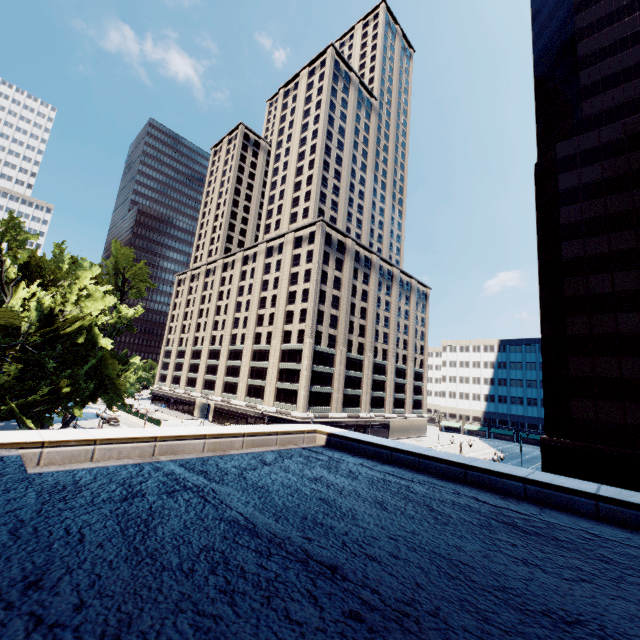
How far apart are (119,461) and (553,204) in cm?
4455
